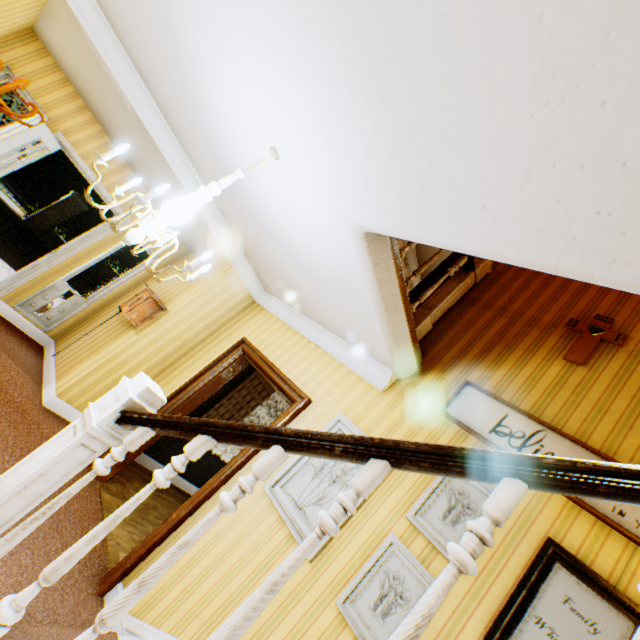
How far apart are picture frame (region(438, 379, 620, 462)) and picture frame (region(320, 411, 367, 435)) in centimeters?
62cm

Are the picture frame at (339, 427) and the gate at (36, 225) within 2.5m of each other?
no

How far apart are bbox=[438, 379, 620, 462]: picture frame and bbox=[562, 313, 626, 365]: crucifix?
0.69m

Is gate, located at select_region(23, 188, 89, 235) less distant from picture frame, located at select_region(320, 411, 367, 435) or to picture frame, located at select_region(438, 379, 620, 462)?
picture frame, located at select_region(320, 411, 367, 435)

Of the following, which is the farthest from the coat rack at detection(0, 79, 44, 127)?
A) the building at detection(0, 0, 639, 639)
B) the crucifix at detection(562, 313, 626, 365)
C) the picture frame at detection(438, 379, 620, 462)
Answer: the crucifix at detection(562, 313, 626, 365)

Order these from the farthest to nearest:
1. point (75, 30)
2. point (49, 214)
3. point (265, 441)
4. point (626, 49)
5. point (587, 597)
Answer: point (49, 214)
point (75, 30)
point (587, 597)
point (265, 441)
point (626, 49)

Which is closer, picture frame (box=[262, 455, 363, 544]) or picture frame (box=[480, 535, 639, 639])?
picture frame (box=[480, 535, 639, 639])

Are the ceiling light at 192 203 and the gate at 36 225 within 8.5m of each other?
no
